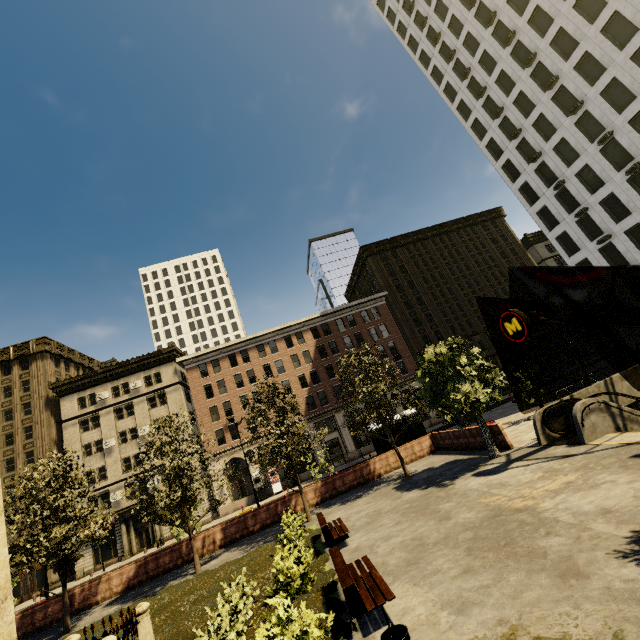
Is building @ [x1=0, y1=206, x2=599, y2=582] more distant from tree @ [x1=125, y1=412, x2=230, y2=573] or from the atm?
the atm

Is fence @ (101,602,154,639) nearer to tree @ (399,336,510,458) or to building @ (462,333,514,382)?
tree @ (399,336,510,458)

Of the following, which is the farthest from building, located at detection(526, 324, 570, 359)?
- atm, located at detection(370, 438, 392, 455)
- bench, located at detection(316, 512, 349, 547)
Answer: bench, located at detection(316, 512, 349, 547)

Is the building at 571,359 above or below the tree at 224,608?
above

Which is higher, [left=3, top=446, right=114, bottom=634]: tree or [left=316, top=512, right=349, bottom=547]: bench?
[left=3, top=446, right=114, bottom=634]: tree

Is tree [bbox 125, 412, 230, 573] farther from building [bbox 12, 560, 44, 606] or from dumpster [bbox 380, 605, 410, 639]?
dumpster [bbox 380, 605, 410, 639]

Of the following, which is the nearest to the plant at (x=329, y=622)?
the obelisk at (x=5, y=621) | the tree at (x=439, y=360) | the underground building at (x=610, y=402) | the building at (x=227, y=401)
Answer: → the tree at (x=439, y=360)

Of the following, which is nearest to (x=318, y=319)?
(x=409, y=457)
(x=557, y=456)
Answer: (x=409, y=457)
